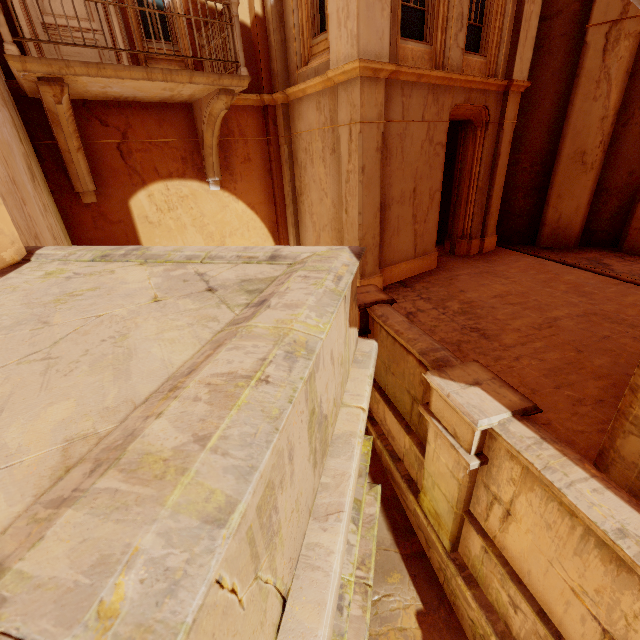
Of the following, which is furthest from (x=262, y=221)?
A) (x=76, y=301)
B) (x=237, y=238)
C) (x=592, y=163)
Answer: (x=592, y=163)

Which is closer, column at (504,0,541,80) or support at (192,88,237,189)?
support at (192,88,237,189)

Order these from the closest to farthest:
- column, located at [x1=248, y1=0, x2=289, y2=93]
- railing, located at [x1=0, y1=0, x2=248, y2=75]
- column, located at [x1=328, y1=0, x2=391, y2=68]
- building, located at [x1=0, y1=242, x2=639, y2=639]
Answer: building, located at [x1=0, y1=242, x2=639, y2=639], railing, located at [x1=0, y1=0, x2=248, y2=75], column, located at [x1=328, y1=0, x2=391, y2=68], column, located at [x1=248, y1=0, x2=289, y2=93]

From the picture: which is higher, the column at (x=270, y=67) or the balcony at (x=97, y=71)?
the column at (x=270, y=67)

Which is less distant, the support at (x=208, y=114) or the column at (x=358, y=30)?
the column at (x=358, y=30)

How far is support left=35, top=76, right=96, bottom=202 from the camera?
4.8m

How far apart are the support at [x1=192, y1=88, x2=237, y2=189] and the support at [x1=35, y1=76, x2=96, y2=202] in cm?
232

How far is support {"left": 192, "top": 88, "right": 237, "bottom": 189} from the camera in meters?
6.2
